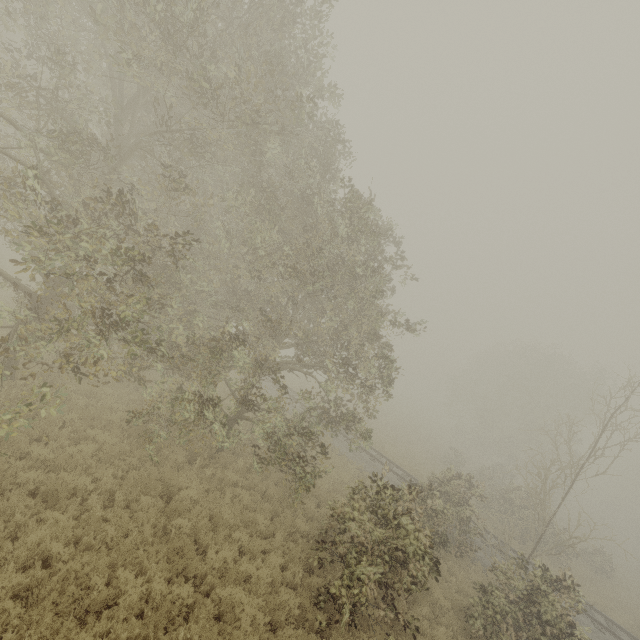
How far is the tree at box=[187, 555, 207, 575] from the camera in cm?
772

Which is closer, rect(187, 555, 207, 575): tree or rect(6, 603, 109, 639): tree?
rect(6, 603, 109, 639): tree

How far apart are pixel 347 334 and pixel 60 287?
8.70m

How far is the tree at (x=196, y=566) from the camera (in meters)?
7.72

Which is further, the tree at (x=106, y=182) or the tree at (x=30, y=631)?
the tree at (x=106, y=182)

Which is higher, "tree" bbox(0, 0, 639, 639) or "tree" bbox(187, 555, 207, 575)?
"tree" bbox(0, 0, 639, 639)

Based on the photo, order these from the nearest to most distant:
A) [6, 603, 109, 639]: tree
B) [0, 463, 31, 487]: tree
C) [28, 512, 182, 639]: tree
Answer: [6, 603, 109, 639]: tree → [28, 512, 182, 639]: tree → [0, 463, 31, 487]: tree
